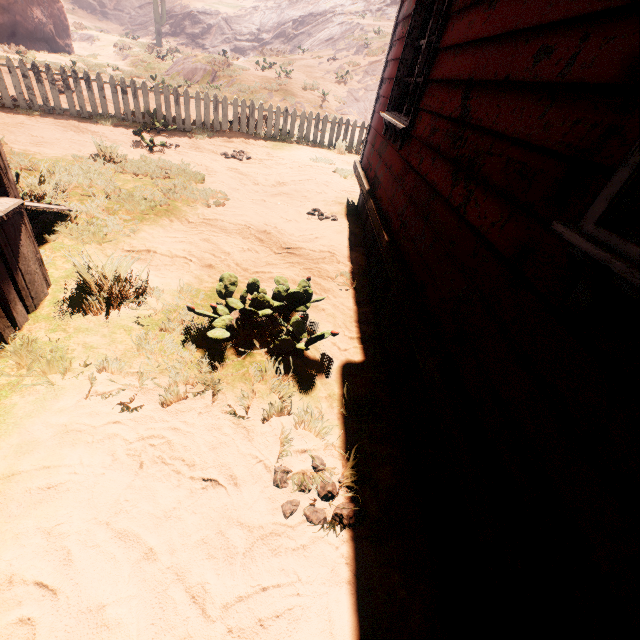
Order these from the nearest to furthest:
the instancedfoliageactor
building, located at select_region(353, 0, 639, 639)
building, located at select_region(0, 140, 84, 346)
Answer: building, located at select_region(353, 0, 639, 639), building, located at select_region(0, 140, 84, 346), the instancedfoliageactor

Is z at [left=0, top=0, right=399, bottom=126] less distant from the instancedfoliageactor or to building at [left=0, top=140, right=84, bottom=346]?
building at [left=0, top=140, right=84, bottom=346]

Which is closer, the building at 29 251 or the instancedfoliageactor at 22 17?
the building at 29 251

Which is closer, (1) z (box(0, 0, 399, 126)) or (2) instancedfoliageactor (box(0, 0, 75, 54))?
(1) z (box(0, 0, 399, 126))

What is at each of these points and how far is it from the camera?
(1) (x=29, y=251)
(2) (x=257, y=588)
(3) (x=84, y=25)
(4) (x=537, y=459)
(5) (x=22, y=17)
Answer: (1) building, 2.6 meters
(2) z, 1.6 meters
(3) z, 32.0 meters
(4) building, 1.1 meters
(5) instancedfoliageactor, 16.9 meters

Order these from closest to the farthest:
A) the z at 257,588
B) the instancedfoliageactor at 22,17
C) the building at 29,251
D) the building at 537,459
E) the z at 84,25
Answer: the building at 537,459 < the z at 257,588 < the building at 29,251 < the z at 84,25 < the instancedfoliageactor at 22,17
